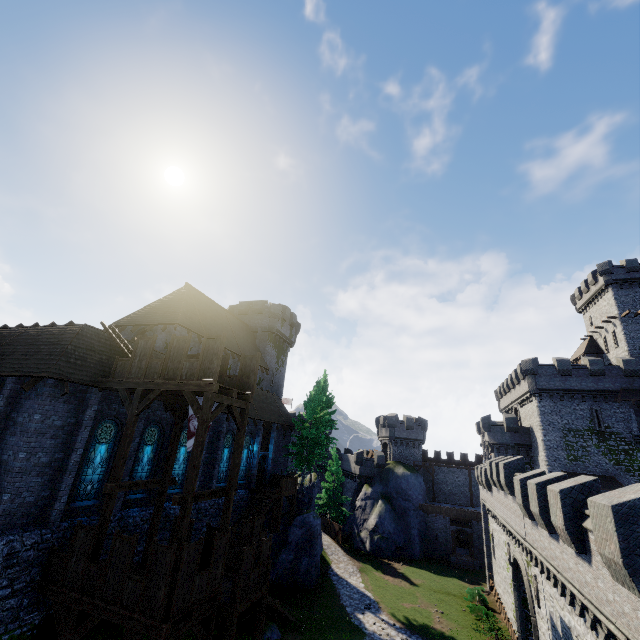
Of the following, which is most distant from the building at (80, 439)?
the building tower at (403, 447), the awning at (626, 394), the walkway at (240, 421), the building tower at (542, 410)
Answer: the awning at (626, 394)

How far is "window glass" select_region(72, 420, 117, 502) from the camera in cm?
1527

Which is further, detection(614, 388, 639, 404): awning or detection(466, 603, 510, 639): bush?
detection(614, 388, 639, 404): awning

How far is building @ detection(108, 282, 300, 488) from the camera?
25.95m

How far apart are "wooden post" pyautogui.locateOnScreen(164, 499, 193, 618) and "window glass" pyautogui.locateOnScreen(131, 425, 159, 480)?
7.7 meters

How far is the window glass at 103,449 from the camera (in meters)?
15.27

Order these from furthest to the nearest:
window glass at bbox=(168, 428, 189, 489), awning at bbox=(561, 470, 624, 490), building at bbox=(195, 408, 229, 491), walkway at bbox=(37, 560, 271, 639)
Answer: awning at bbox=(561, 470, 624, 490)
building at bbox=(195, 408, 229, 491)
window glass at bbox=(168, 428, 189, 489)
walkway at bbox=(37, 560, 271, 639)

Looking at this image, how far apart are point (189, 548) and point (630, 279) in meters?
57.1
